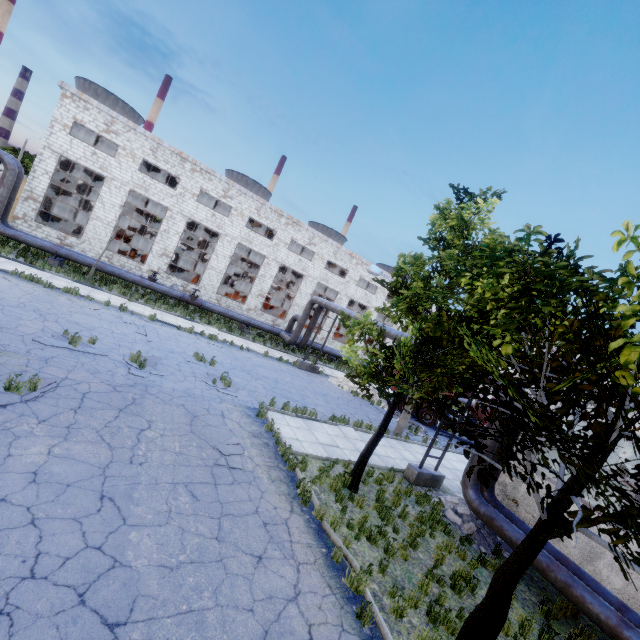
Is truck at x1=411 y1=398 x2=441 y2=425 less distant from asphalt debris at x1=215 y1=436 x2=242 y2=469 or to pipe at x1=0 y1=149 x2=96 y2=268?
asphalt debris at x1=215 y1=436 x2=242 y2=469

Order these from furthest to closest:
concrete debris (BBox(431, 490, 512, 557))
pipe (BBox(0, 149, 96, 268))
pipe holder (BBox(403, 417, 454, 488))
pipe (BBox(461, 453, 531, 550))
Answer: pipe (BBox(0, 149, 96, 268))
pipe holder (BBox(403, 417, 454, 488))
concrete debris (BBox(431, 490, 512, 557))
pipe (BBox(461, 453, 531, 550))

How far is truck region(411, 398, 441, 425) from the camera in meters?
23.2

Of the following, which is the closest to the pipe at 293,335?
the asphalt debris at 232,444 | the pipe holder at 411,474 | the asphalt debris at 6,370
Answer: the pipe holder at 411,474

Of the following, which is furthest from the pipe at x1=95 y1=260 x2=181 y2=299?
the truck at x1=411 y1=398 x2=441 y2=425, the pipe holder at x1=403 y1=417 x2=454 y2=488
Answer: the pipe holder at x1=403 y1=417 x2=454 y2=488

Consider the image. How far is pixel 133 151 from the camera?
24.3m

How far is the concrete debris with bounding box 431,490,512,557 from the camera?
10.6 meters

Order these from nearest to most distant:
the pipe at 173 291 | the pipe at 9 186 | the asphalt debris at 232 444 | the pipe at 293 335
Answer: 1. the asphalt debris at 232 444
2. the pipe at 9 186
3. the pipe at 173 291
4. the pipe at 293 335
